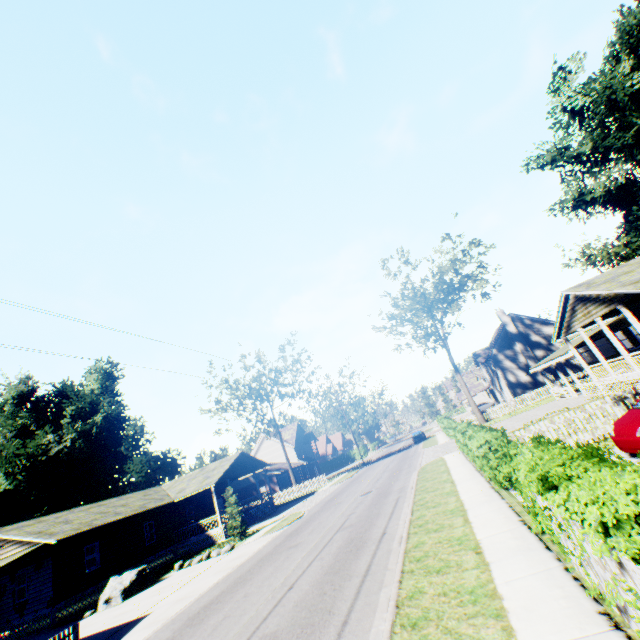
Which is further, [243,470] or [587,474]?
[243,470]

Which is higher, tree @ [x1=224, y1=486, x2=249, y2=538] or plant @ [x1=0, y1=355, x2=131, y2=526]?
plant @ [x1=0, y1=355, x2=131, y2=526]

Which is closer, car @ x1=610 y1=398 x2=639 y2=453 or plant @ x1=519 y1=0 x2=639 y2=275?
car @ x1=610 y1=398 x2=639 y2=453

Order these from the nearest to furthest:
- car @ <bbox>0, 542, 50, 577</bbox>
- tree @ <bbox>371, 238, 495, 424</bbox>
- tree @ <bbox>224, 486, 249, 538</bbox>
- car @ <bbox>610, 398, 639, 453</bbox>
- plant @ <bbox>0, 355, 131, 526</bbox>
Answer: car @ <bbox>610, 398, 639, 453</bbox> < car @ <bbox>0, 542, 50, 577</bbox> < tree @ <bbox>224, 486, 249, 538</bbox> < tree @ <bbox>371, 238, 495, 424</bbox> < plant @ <bbox>0, 355, 131, 526</bbox>

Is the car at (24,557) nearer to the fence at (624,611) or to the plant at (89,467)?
the plant at (89,467)

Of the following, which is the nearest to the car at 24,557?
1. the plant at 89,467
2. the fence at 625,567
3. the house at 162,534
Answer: the house at 162,534

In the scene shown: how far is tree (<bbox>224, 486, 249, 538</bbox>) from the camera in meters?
23.5 m

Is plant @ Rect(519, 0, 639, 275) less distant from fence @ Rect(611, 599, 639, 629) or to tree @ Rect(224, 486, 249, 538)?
fence @ Rect(611, 599, 639, 629)
